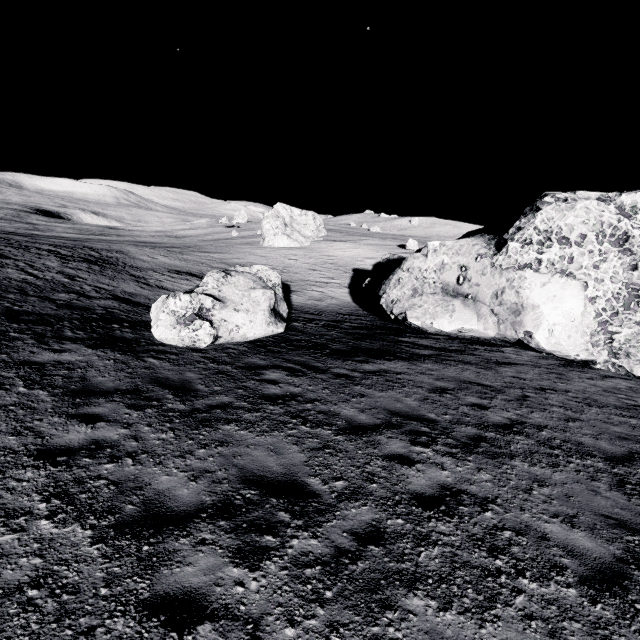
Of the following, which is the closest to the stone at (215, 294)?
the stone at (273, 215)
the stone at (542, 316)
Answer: the stone at (542, 316)

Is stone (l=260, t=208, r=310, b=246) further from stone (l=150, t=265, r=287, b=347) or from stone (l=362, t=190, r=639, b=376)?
stone (l=150, t=265, r=287, b=347)

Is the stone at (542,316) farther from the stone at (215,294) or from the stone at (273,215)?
the stone at (273,215)

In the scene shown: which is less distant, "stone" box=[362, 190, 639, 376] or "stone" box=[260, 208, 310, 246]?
"stone" box=[362, 190, 639, 376]

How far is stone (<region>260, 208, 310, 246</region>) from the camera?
55.44m

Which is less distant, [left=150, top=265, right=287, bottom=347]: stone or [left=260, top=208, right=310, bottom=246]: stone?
[left=150, top=265, right=287, bottom=347]: stone

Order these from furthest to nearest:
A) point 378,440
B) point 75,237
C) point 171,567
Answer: point 75,237, point 378,440, point 171,567
